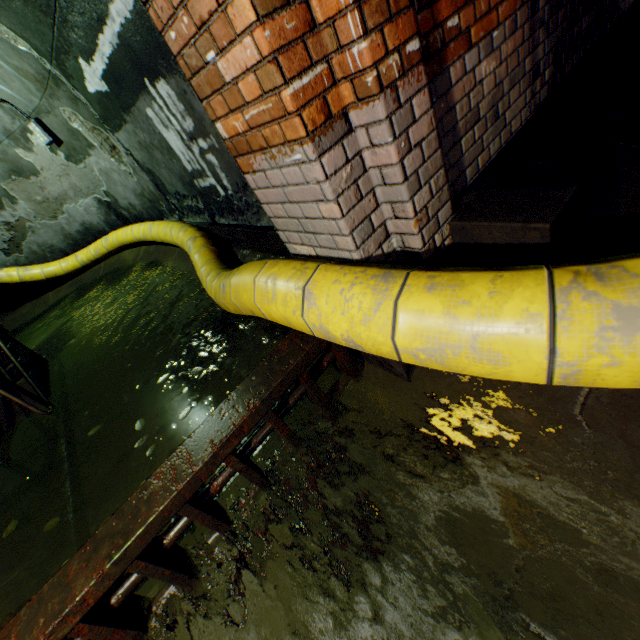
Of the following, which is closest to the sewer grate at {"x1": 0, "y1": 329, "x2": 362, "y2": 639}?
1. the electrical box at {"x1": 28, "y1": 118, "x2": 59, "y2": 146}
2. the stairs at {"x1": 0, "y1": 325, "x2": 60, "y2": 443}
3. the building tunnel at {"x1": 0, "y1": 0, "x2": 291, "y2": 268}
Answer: the building tunnel at {"x1": 0, "y1": 0, "x2": 291, "y2": 268}

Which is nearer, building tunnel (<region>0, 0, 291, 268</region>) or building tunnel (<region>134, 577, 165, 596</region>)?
building tunnel (<region>134, 577, 165, 596</region>)

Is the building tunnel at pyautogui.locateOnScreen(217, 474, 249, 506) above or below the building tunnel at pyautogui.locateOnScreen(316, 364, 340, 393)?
below

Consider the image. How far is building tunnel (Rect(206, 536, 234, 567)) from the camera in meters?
2.0 m

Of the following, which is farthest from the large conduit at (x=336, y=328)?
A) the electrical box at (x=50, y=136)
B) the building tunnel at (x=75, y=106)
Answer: the electrical box at (x=50, y=136)

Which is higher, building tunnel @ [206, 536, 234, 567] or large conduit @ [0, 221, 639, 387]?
large conduit @ [0, 221, 639, 387]

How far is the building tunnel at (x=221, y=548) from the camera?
2.0 meters

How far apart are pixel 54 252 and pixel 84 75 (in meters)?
5.80
